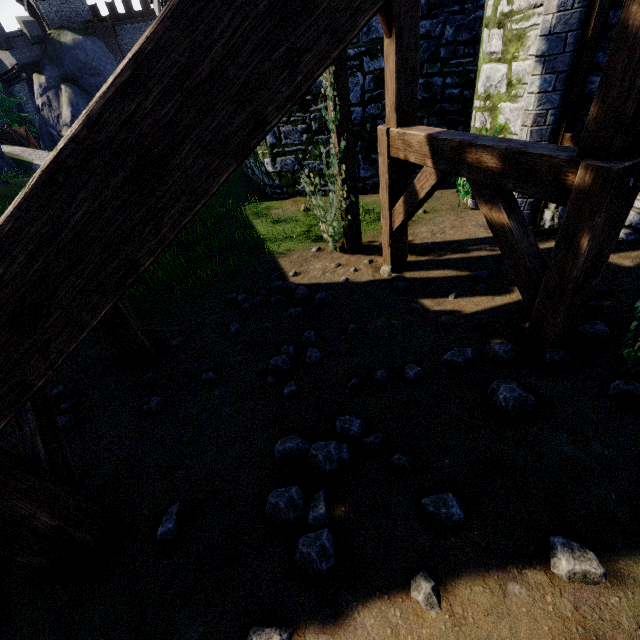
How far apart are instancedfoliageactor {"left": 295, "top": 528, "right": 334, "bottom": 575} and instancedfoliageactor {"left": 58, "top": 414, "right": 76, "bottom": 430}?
3.3m

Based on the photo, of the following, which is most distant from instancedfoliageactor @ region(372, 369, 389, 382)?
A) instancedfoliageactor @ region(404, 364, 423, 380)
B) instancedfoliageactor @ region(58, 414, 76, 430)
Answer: instancedfoliageactor @ region(58, 414, 76, 430)

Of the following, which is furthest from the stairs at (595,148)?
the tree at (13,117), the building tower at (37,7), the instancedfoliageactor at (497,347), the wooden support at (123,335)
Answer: the building tower at (37,7)

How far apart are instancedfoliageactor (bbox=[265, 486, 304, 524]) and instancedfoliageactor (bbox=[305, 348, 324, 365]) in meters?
1.9 m

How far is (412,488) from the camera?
2.3 meters

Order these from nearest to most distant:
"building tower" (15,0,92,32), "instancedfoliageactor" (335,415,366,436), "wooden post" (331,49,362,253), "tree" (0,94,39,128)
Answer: "instancedfoliageactor" (335,415,366,436) < "wooden post" (331,49,362,253) < "tree" (0,94,39,128) < "building tower" (15,0,92,32)

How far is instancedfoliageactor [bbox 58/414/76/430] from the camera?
4.2 meters

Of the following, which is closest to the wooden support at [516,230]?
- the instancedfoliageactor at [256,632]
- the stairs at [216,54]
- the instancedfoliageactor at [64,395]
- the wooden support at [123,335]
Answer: the stairs at [216,54]
